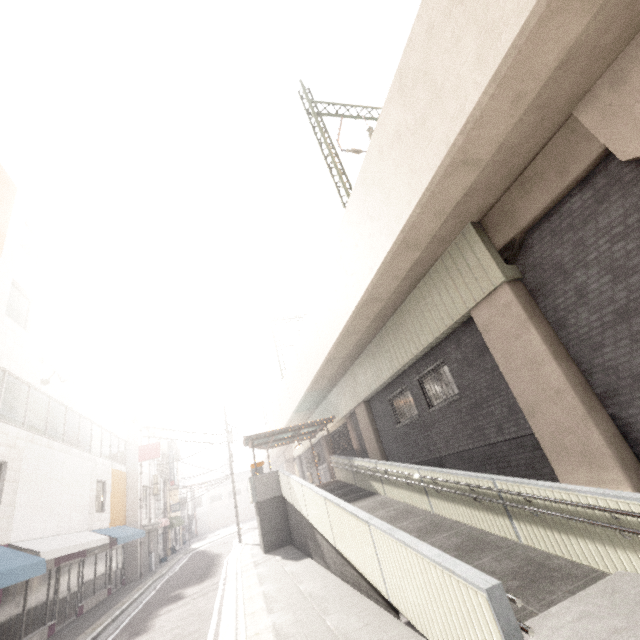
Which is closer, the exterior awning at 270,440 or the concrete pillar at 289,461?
the exterior awning at 270,440

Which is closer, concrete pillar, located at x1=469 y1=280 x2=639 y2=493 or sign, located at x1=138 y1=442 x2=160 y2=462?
concrete pillar, located at x1=469 y1=280 x2=639 y2=493

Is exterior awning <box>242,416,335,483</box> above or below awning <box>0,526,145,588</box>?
above

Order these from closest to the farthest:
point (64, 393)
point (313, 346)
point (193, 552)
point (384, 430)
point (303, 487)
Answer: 1. point (303, 487)
2. point (64, 393)
3. point (384, 430)
4. point (313, 346)
5. point (193, 552)

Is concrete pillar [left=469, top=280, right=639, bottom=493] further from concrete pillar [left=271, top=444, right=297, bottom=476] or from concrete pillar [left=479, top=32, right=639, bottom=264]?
concrete pillar [left=271, top=444, right=297, bottom=476]

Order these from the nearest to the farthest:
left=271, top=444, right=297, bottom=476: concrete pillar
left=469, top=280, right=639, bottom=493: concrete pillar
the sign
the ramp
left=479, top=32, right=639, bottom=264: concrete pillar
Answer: the ramp < left=479, top=32, right=639, bottom=264: concrete pillar < left=469, top=280, right=639, bottom=493: concrete pillar < the sign < left=271, top=444, right=297, bottom=476: concrete pillar

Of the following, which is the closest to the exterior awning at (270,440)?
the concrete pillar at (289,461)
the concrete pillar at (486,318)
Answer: the concrete pillar at (289,461)

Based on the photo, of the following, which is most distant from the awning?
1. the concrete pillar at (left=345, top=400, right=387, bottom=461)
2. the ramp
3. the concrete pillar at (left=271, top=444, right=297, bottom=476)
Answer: → the concrete pillar at (left=271, top=444, right=297, bottom=476)
